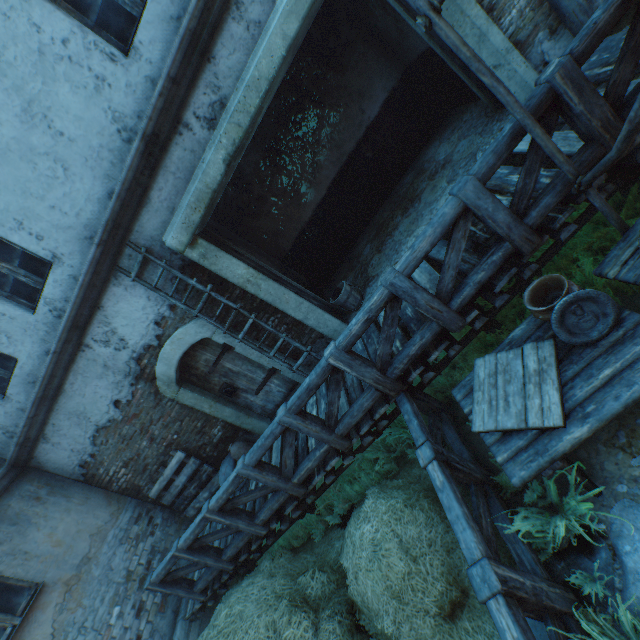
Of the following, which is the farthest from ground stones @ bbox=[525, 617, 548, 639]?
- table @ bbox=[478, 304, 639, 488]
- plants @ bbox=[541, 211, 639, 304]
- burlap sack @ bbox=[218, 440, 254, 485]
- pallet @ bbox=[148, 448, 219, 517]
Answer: pallet @ bbox=[148, 448, 219, 517]

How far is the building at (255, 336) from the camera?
5.50m

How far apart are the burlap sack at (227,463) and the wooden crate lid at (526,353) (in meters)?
4.61

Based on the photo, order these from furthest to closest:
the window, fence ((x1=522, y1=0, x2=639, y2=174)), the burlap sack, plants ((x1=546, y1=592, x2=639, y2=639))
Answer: the burlap sack
the window
fence ((x1=522, y1=0, x2=639, y2=174))
plants ((x1=546, y1=592, x2=639, y2=639))

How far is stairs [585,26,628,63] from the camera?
3.58m

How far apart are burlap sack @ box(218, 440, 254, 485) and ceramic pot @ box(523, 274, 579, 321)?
5.5m

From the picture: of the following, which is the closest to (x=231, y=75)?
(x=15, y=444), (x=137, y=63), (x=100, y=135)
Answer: (x=137, y=63)

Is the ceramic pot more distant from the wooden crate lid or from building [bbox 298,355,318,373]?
building [bbox 298,355,318,373]
